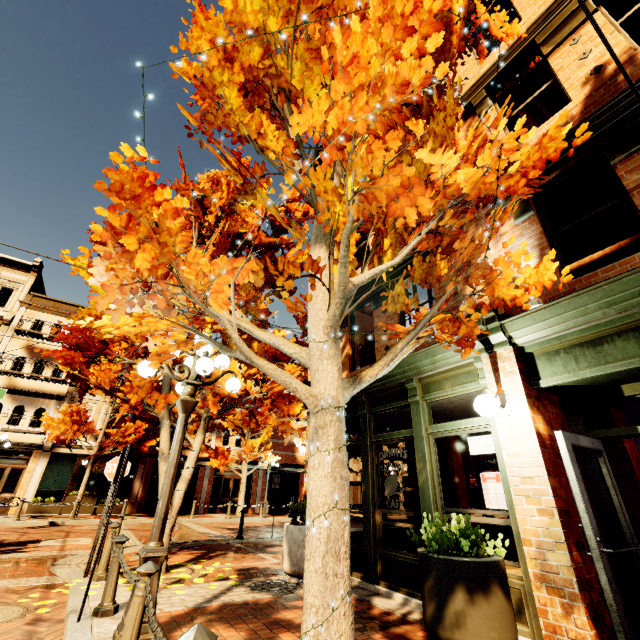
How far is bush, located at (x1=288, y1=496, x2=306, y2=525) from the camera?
6.67m

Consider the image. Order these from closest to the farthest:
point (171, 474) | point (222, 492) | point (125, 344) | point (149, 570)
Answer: point (149, 570) < point (171, 474) < point (125, 344) < point (222, 492)

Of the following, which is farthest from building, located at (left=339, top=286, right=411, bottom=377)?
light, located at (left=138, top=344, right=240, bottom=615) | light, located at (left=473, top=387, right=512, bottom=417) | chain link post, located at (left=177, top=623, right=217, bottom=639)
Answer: chain link post, located at (left=177, top=623, right=217, bottom=639)

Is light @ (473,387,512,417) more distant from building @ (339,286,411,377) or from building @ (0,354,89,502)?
building @ (0,354,89,502)

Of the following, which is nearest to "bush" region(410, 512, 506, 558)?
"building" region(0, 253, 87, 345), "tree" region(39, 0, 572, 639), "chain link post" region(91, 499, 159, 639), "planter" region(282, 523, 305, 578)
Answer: "tree" region(39, 0, 572, 639)

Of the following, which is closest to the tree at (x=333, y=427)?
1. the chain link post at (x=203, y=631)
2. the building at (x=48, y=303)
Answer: the building at (x=48, y=303)

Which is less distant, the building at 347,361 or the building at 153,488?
the building at 347,361

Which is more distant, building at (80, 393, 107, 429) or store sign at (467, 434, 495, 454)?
building at (80, 393, 107, 429)
